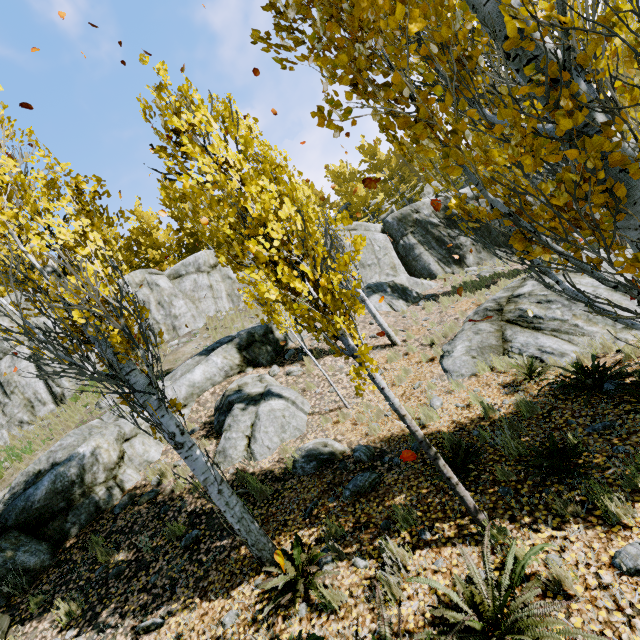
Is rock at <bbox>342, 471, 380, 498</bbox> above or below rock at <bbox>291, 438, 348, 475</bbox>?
below

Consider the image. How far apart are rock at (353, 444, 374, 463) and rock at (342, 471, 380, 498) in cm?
27

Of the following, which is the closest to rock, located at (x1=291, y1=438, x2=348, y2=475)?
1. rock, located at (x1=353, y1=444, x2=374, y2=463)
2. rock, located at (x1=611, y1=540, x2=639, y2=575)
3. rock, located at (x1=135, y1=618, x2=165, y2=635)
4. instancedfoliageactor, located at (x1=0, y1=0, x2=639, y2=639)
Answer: rock, located at (x1=353, y1=444, x2=374, y2=463)

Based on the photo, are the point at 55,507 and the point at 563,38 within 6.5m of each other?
no

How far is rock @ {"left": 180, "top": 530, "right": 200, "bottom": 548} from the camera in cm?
584

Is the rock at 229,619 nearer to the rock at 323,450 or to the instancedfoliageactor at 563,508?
the instancedfoliageactor at 563,508

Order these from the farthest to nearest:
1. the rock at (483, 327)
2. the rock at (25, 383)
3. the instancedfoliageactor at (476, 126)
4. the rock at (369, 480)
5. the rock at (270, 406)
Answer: the rock at (25, 383) → the rock at (270, 406) → the rock at (483, 327) → the rock at (369, 480) → the instancedfoliageactor at (476, 126)

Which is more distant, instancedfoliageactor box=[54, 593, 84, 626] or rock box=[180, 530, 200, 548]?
rock box=[180, 530, 200, 548]
